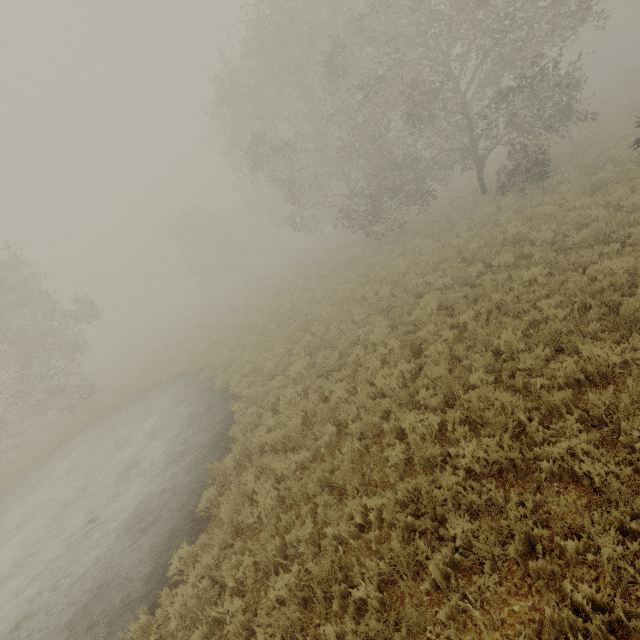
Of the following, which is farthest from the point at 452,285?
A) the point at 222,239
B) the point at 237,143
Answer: the point at 222,239
